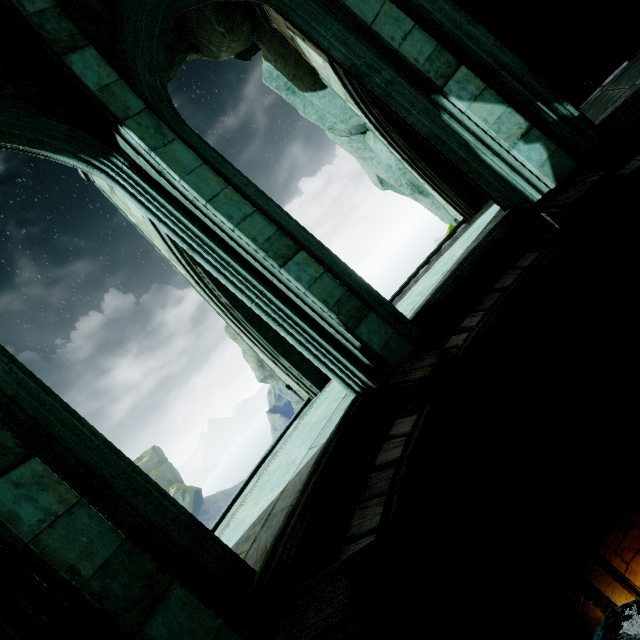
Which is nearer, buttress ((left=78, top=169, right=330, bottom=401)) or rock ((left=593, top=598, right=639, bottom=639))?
rock ((left=593, top=598, right=639, bottom=639))

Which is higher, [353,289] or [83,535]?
[83,535]

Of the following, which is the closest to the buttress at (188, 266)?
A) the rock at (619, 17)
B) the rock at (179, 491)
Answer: the rock at (619, 17)

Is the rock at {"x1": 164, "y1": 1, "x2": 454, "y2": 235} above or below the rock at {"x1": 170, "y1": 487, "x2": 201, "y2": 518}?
above

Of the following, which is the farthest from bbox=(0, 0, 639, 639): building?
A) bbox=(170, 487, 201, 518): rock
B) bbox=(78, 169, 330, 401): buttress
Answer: bbox=(170, 487, 201, 518): rock

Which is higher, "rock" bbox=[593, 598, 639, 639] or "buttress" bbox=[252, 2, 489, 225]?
"buttress" bbox=[252, 2, 489, 225]

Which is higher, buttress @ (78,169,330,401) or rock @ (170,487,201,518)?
buttress @ (78,169,330,401)

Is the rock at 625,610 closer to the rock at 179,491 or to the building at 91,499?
the building at 91,499
